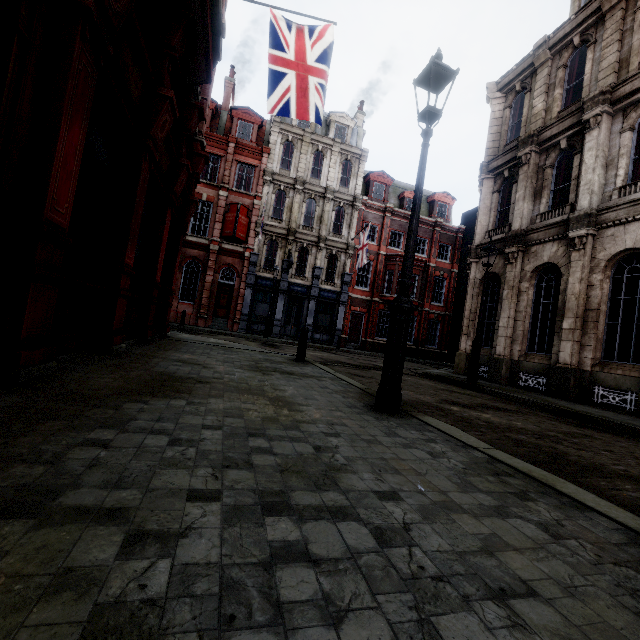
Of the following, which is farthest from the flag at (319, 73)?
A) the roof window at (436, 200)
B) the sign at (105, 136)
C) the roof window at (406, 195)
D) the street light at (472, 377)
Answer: the roof window at (436, 200)

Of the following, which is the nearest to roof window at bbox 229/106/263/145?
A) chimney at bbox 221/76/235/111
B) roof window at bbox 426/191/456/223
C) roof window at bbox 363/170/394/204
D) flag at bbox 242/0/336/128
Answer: chimney at bbox 221/76/235/111

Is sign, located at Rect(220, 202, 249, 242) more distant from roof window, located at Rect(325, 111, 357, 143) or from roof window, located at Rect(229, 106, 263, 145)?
roof window, located at Rect(325, 111, 357, 143)

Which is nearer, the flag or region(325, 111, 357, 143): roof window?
the flag

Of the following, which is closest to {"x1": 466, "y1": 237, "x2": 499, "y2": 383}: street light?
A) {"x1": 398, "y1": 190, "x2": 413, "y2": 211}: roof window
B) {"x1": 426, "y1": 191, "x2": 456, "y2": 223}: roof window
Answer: {"x1": 398, "y1": 190, "x2": 413, "y2": 211}: roof window

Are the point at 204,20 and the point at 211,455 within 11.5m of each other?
yes

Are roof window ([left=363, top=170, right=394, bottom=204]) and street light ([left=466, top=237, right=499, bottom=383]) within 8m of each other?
no

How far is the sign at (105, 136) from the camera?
4.1m
